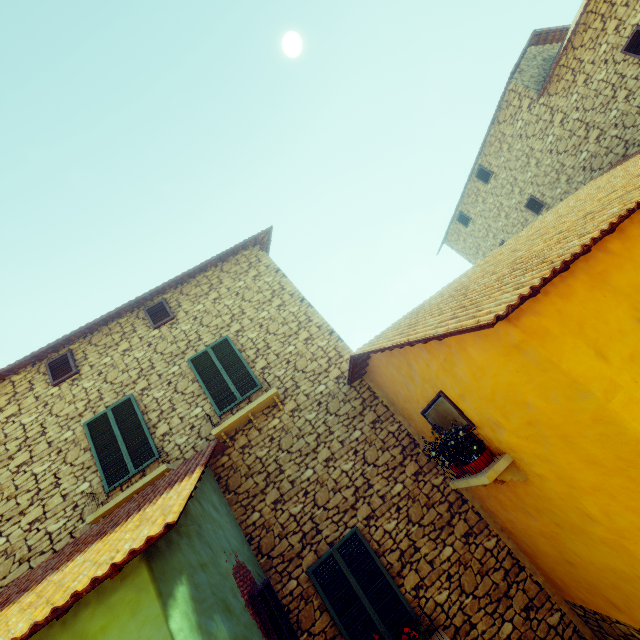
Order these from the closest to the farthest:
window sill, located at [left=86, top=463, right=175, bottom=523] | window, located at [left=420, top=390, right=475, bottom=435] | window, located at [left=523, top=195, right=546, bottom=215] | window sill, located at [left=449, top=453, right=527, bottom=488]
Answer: window sill, located at [left=449, top=453, right=527, bottom=488] < window, located at [left=420, top=390, right=475, bottom=435] < window sill, located at [left=86, top=463, right=175, bottom=523] < window, located at [left=523, top=195, right=546, bottom=215]

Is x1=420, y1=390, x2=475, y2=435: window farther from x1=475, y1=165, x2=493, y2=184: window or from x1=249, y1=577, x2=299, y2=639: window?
x1=475, y1=165, x2=493, y2=184: window

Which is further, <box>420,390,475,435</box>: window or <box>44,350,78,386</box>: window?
<box>44,350,78,386</box>: window

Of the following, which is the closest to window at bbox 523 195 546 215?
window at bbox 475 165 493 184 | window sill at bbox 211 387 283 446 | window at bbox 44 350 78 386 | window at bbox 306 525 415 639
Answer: window at bbox 475 165 493 184

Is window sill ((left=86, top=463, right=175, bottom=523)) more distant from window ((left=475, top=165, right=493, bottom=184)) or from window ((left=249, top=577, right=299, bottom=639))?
window ((left=475, top=165, right=493, bottom=184))

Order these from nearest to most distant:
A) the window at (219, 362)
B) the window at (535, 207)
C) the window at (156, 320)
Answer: the window at (219, 362), the window at (156, 320), the window at (535, 207)

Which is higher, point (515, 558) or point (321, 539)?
point (321, 539)

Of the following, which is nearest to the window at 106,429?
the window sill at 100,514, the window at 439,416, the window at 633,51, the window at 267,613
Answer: the window sill at 100,514
